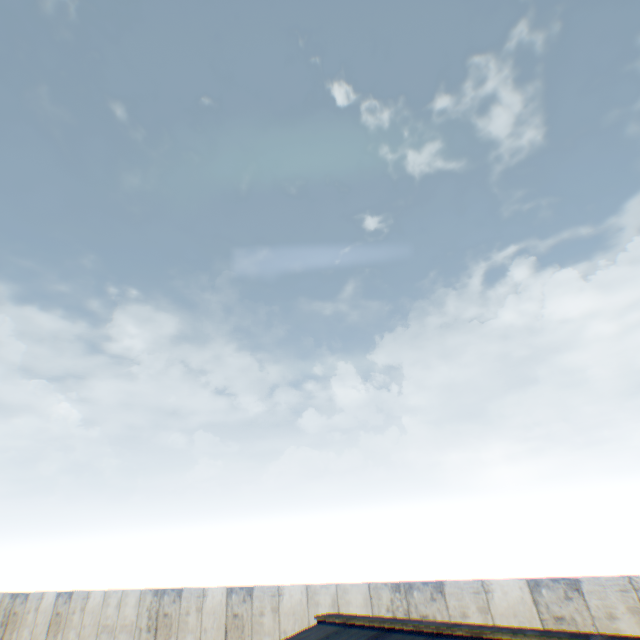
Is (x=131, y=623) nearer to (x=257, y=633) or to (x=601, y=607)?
(x=257, y=633)
